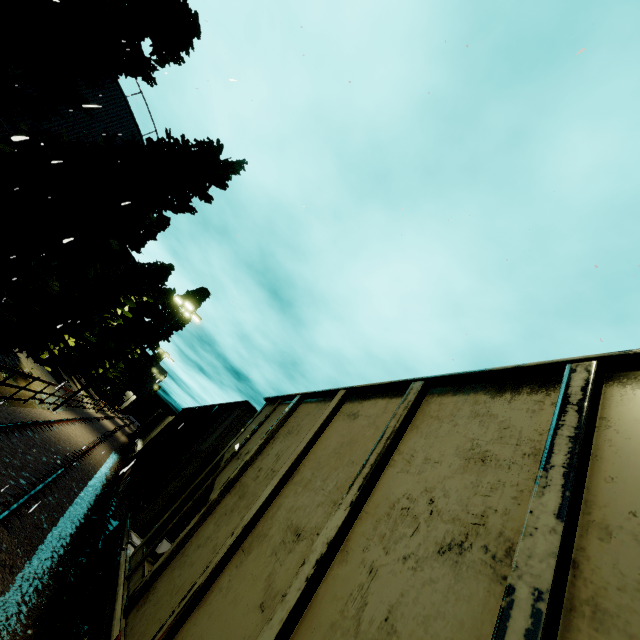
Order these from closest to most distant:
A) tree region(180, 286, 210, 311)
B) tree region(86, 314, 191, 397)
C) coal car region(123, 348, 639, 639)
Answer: coal car region(123, 348, 639, 639), tree region(86, 314, 191, 397), tree region(180, 286, 210, 311)

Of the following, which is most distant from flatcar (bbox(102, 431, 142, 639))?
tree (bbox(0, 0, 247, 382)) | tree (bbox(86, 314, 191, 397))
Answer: tree (bbox(86, 314, 191, 397))

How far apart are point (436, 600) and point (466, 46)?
5.4 meters

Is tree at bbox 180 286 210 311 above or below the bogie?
above

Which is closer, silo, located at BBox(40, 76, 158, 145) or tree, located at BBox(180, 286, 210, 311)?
silo, located at BBox(40, 76, 158, 145)

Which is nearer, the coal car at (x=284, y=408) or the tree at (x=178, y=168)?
the coal car at (x=284, y=408)

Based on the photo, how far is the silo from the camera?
16.69m

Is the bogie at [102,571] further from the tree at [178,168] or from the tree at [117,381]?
the tree at [117,381]
